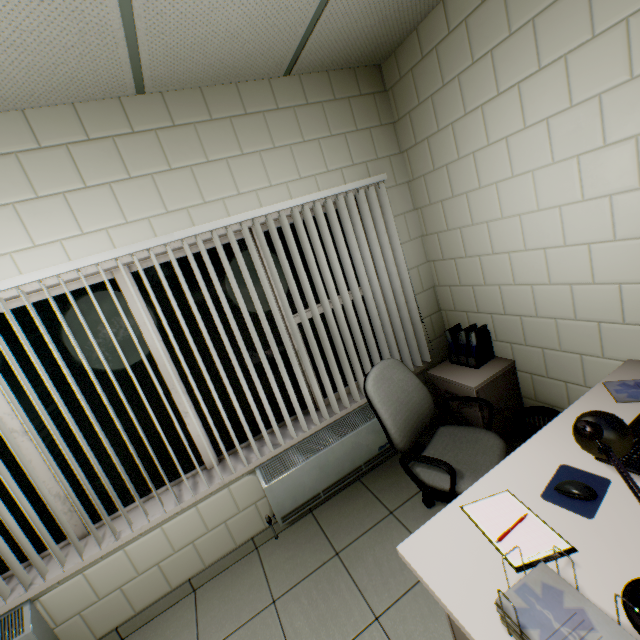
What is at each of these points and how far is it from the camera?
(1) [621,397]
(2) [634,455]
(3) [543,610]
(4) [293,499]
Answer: (1) paper stack, 1.6m
(2) keyboard, 1.3m
(3) paper stack, 0.9m
(4) radiator, 2.5m

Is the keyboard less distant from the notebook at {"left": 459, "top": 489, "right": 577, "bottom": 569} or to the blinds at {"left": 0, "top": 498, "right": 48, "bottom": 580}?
the notebook at {"left": 459, "top": 489, "right": 577, "bottom": 569}

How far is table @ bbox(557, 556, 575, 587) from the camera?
1.0m

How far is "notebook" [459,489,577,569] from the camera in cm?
110

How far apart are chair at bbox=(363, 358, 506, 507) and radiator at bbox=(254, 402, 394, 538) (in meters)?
→ 0.54

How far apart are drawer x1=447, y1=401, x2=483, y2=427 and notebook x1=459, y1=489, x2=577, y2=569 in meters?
1.2 m

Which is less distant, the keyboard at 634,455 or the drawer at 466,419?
the keyboard at 634,455

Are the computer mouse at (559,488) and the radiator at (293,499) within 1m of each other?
no
